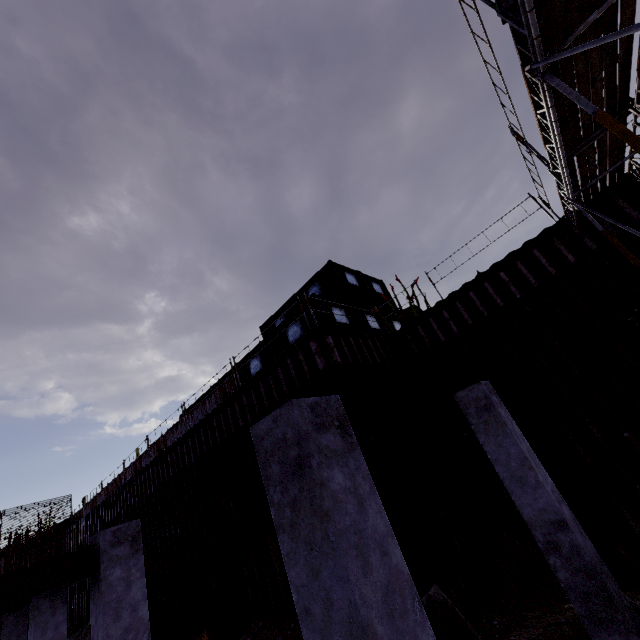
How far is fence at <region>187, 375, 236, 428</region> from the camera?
15.6 meters

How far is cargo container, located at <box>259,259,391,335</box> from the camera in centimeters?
1261cm

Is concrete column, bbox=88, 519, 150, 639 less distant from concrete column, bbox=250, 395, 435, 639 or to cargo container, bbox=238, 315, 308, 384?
concrete column, bbox=250, 395, 435, 639

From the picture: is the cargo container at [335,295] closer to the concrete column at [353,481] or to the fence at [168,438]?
the fence at [168,438]

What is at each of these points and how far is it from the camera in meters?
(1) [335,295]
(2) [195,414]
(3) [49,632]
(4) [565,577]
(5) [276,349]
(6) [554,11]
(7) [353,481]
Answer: (1) cargo container, 15.1 m
(2) fence, 17.5 m
(3) concrete column, 7.4 m
(4) concrete column, 5.1 m
(5) cargo container, 13.7 m
(6) scaffolding, 3.9 m
(7) concrete column, 2.5 m

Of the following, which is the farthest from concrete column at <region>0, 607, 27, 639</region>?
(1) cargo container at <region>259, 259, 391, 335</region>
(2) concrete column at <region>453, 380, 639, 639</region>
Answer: (2) concrete column at <region>453, 380, 639, 639</region>

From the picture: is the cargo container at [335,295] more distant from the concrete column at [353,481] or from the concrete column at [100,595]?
the concrete column at [353,481]

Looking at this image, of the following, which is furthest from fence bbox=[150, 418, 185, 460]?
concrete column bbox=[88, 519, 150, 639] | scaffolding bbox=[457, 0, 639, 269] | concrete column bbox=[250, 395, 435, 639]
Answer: scaffolding bbox=[457, 0, 639, 269]
